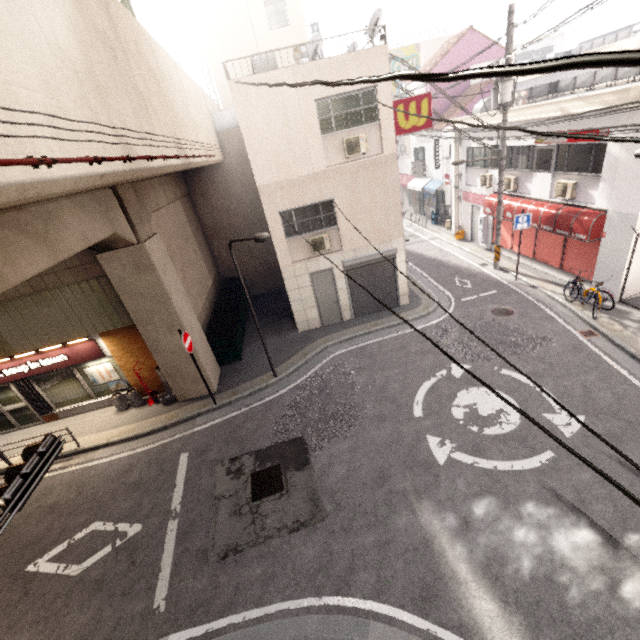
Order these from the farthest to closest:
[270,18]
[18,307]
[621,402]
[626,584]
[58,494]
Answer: [270,18]
[18,307]
[58,494]
[621,402]
[626,584]

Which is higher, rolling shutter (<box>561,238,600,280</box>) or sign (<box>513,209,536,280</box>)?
sign (<box>513,209,536,280</box>)

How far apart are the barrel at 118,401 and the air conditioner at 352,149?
11.5 meters

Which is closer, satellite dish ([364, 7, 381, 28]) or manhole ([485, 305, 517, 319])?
satellite dish ([364, 7, 381, 28])

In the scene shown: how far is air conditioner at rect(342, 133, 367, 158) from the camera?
10.6m

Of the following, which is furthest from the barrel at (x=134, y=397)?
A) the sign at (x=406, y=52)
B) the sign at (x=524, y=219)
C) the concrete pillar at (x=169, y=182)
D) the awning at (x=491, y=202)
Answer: the sign at (x=406, y=52)

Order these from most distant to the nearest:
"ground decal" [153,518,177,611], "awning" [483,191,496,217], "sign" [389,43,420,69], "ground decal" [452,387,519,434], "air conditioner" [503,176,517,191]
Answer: "sign" [389,43,420,69]
"awning" [483,191,496,217]
"air conditioner" [503,176,517,191]
"ground decal" [452,387,519,434]
"ground decal" [153,518,177,611]

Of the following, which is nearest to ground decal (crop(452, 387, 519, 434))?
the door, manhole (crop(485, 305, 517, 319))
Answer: manhole (crop(485, 305, 517, 319))
